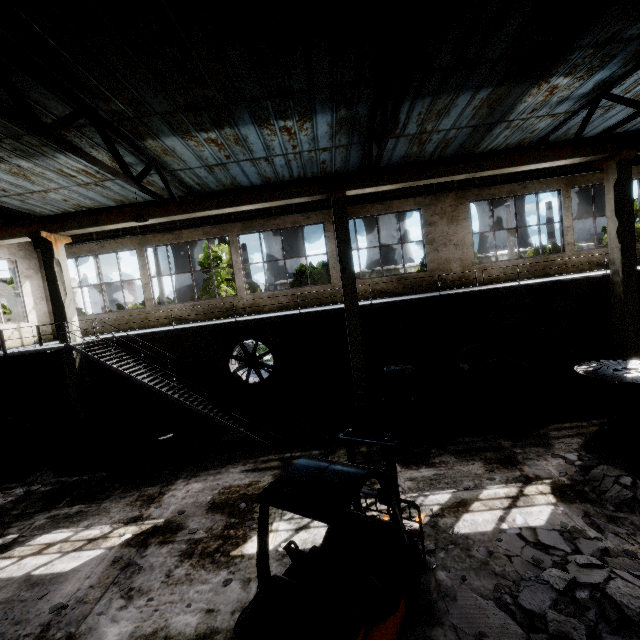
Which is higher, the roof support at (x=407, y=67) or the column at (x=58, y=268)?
the roof support at (x=407, y=67)

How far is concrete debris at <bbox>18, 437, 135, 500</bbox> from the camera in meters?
9.5

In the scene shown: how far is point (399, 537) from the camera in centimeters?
452cm

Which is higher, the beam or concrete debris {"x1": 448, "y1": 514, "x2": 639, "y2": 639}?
the beam

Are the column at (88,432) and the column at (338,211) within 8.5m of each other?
no

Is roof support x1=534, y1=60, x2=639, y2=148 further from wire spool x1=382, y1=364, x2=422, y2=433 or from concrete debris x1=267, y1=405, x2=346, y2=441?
concrete debris x1=267, y1=405, x2=346, y2=441

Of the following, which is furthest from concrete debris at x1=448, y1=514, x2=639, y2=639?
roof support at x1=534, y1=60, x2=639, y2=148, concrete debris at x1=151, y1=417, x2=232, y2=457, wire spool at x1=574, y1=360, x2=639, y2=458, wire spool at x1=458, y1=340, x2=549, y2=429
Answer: roof support at x1=534, y1=60, x2=639, y2=148

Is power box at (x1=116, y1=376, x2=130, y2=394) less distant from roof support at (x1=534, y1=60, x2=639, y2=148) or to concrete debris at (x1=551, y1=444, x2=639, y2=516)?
concrete debris at (x1=551, y1=444, x2=639, y2=516)
